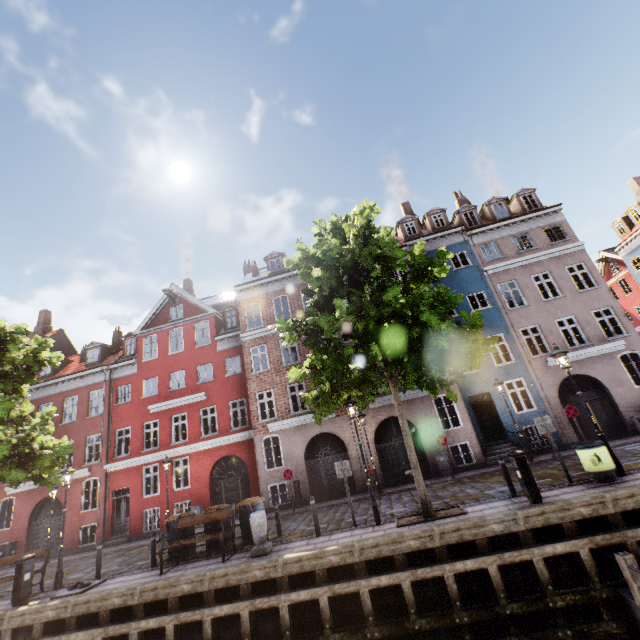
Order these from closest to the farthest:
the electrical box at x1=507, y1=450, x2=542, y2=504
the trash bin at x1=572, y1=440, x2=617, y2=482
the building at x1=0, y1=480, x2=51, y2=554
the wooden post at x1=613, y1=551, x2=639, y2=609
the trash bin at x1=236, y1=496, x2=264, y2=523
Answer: the wooden post at x1=613, y1=551, x2=639, y2=609 < the electrical box at x1=507, y1=450, x2=542, y2=504 < the trash bin at x1=572, y1=440, x2=617, y2=482 < the trash bin at x1=236, y1=496, x2=264, y2=523 < the building at x1=0, y1=480, x2=51, y2=554

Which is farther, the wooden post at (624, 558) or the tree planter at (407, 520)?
the tree planter at (407, 520)

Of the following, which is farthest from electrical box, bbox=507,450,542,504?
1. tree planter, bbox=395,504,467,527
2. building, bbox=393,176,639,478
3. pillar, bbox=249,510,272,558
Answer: building, bbox=393,176,639,478

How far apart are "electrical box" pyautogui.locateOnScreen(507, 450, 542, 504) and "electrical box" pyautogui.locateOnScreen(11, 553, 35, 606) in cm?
1470

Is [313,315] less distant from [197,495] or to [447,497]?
[447,497]

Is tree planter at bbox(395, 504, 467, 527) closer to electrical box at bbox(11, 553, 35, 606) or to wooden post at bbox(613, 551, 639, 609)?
wooden post at bbox(613, 551, 639, 609)

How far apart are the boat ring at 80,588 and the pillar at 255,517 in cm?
524

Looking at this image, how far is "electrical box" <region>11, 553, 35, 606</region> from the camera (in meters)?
9.50
